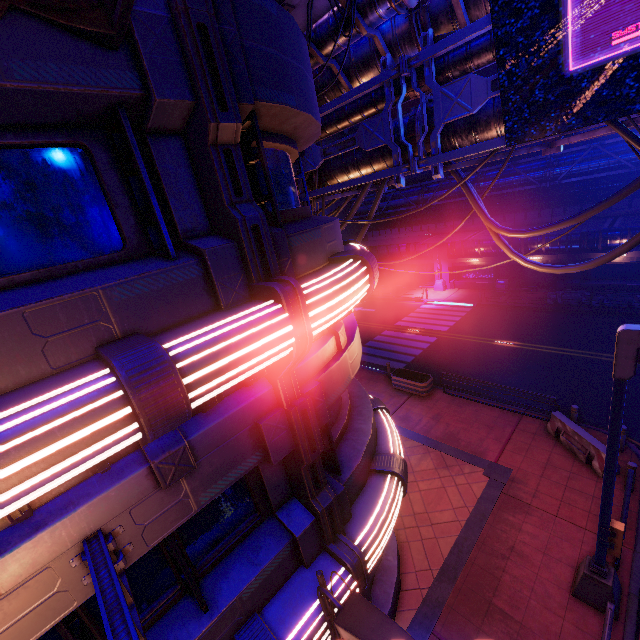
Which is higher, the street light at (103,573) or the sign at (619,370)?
the street light at (103,573)

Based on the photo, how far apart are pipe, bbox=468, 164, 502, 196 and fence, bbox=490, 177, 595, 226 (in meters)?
0.03

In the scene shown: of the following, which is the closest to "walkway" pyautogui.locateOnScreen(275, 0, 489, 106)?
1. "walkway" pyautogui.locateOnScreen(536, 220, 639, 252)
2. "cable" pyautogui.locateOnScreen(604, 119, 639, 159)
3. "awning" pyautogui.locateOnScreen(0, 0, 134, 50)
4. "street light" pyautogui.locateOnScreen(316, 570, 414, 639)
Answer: "cable" pyautogui.locateOnScreen(604, 119, 639, 159)

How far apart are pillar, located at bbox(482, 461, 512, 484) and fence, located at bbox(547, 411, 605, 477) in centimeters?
229cm

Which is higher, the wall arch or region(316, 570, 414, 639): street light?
the wall arch

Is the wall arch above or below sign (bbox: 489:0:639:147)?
below

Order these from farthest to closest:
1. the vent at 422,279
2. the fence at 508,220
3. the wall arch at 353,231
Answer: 1. the wall arch at 353,231
2. the vent at 422,279
3. the fence at 508,220

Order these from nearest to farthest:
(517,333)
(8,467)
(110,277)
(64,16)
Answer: (8,467), (64,16), (110,277), (517,333)
